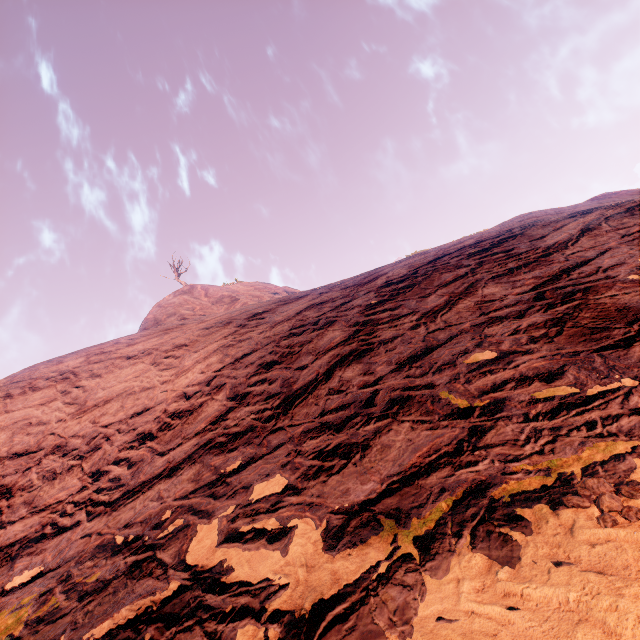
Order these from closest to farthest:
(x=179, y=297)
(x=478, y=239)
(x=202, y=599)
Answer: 1. (x=202, y=599)
2. (x=478, y=239)
3. (x=179, y=297)
